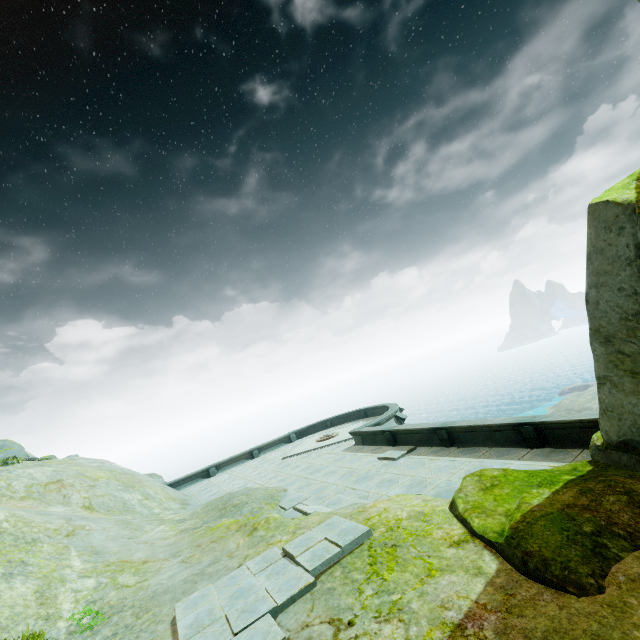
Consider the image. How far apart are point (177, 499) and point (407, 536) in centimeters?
1730cm

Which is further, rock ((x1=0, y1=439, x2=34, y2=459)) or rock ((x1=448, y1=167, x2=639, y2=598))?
rock ((x1=0, y1=439, x2=34, y2=459))

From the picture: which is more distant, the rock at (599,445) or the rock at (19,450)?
the rock at (19,450)

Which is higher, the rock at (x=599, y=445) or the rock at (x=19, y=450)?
the rock at (x=19, y=450)

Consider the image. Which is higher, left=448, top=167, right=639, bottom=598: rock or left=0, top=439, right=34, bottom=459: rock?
left=0, top=439, right=34, bottom=459: rock
